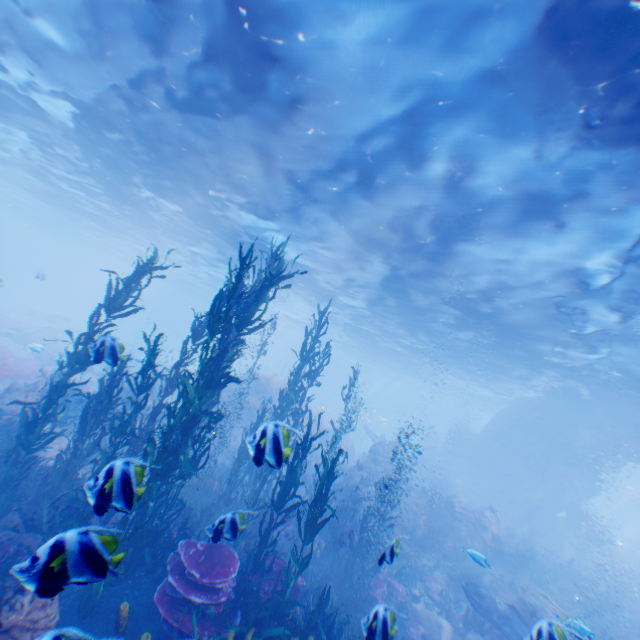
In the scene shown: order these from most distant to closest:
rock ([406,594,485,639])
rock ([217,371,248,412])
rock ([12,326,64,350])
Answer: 1. rock ([12,326,64,350])
2. rock ([217,371,248,412])
3. rock ([406,594,485,639])

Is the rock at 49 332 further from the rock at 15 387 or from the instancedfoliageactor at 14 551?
the instancedfoliageactor at 14 551

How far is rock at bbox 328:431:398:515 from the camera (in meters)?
16.44

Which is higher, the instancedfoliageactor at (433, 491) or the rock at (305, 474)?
the instancedfoliageactor at (433, 491)

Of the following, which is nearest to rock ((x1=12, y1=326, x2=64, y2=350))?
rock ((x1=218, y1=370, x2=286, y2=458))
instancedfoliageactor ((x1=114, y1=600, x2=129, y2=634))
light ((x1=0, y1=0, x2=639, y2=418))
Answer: rock ((x1=218, y1=370, x2=286, y2=458))

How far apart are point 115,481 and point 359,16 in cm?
874

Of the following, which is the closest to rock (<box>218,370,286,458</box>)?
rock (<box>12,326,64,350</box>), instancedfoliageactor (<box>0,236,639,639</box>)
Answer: instancedfoliageactor (<box>0,236,639,639</box>)
